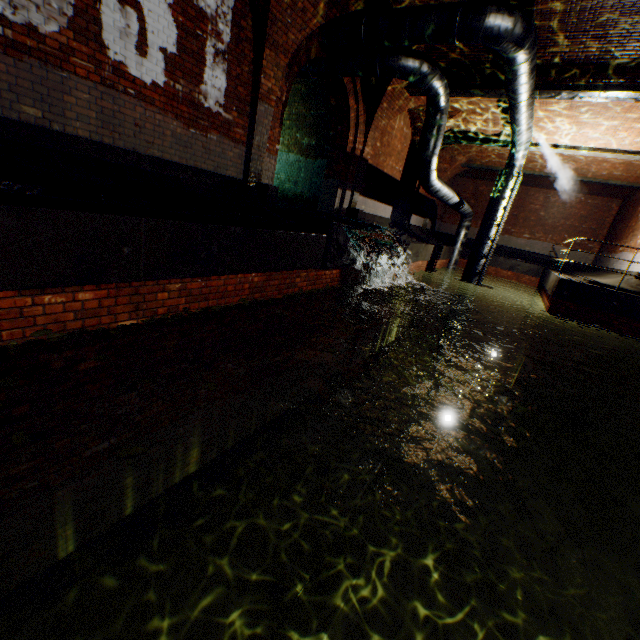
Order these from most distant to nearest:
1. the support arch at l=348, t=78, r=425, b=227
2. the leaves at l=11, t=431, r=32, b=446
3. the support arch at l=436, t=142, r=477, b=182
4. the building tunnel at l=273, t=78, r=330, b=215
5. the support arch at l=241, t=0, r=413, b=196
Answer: the support arch at l=436, t=142, r=477, b=182 < the building tunnel at l=273, t=78, r=330, b=215 < the support arch at l=348, t=78, r=425, b=227 < the support arch at l=241, t=0, r=413, b=196 < the leaves at l=11, t=431, r=32, b=446

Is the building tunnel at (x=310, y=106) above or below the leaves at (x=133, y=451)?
above

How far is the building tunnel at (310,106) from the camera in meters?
10.7 m

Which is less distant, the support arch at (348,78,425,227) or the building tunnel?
the support arch at (348,78,425,227)

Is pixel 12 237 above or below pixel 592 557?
above

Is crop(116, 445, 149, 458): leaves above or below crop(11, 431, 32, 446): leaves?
above

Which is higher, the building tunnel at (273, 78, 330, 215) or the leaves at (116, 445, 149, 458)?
the building tunnel at (273, 78, 330, 215)

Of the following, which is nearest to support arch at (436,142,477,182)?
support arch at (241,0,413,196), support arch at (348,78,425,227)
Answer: support arch at (348,78,425,227)
